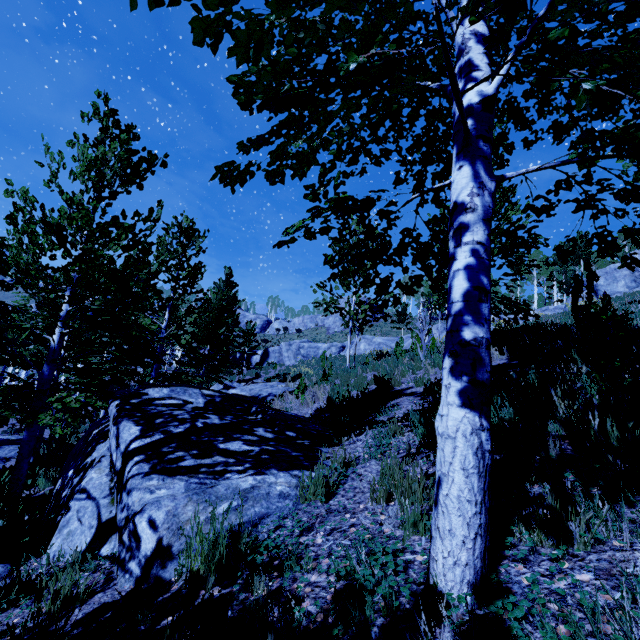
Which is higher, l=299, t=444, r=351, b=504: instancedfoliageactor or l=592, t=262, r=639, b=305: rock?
l=592, t=262, r=639, b=305: rock

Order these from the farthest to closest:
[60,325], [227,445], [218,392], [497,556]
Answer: [218,392] < [60,325] < [227,445] < [497,556]

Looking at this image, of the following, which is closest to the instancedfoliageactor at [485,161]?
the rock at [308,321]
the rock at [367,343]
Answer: the rock at [367,343]

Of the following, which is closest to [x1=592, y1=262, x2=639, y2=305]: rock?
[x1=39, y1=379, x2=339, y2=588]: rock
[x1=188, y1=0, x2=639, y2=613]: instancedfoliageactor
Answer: [x1=188, y1=0, x2=639, y2=613]: instancedfoliageactor

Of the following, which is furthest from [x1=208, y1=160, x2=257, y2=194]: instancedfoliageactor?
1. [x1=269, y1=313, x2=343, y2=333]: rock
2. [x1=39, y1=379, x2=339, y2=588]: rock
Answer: [x1=269, y1=313, x2=343, y2=333]: rock

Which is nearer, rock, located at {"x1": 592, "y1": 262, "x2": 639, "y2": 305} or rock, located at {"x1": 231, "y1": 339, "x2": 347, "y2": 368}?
rock, located at {"x1": 592, "y1": 262, "x2": 639, "y2": 305}

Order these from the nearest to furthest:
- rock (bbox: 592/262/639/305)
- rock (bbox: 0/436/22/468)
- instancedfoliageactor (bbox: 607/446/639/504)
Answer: instancedfoliageactor (bbox: 607/446/639/504), rock (bbox: 0/436/22/468), rock (bbox: 592/262/639/305)

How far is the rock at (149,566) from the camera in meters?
2.6
